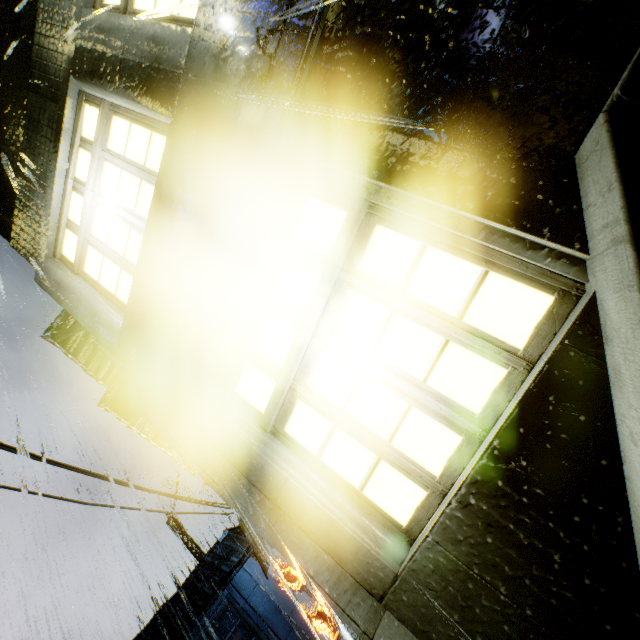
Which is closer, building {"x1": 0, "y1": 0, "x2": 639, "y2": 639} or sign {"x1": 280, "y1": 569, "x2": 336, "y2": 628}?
building {"x1": 0, "y1": 0, "x2": 639, "y2": 639}

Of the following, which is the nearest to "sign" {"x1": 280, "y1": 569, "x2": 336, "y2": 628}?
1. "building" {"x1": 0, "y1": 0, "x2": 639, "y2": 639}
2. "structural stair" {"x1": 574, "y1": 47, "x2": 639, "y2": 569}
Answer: "building" {"x1": 0, "y1": 0, "x2": 639, "y2": 639}

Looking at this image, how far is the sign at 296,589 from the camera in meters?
19.5 m

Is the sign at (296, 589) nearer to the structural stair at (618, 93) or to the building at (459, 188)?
the building at (459, 188)

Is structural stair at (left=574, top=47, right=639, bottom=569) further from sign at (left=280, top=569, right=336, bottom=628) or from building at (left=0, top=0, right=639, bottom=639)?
sign at (left=280, top=569, right=336, bottom=628)

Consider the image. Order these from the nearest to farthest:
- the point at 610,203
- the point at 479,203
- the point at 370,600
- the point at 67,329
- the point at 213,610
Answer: the point at 610,203, the point at 479,203, the point at 370,600, the point at 67,329, the point at 213,610
